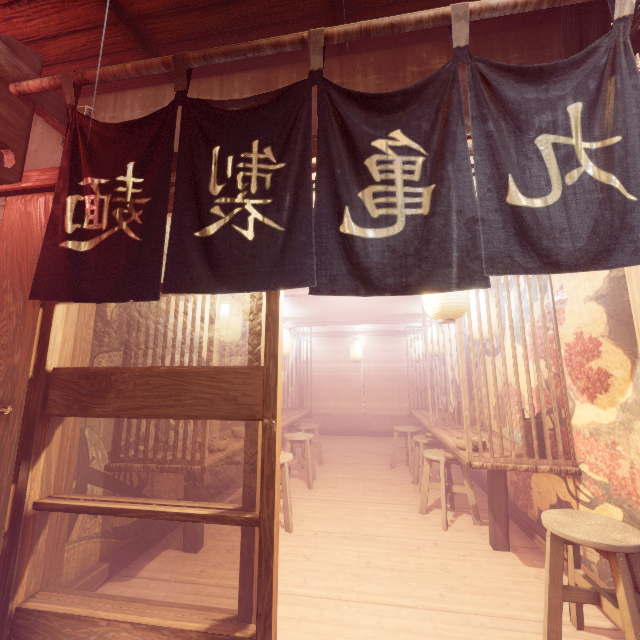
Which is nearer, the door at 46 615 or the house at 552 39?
the door at 46 615

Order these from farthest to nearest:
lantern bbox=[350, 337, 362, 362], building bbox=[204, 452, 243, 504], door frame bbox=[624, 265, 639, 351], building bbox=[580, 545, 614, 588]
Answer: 1. lantern bbox=[350, 337, 362, 362]
2. building bbox=[204, 452, 243, 504]
3. building bbox=[580, 545, 614, 588]
4. door frame bbox=[624, 265, 639, 351]

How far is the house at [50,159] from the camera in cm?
466

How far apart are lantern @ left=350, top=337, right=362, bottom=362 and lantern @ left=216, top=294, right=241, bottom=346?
9.0m

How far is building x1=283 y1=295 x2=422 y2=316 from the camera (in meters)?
10.22

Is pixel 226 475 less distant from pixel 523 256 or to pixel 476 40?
pixel 523 256

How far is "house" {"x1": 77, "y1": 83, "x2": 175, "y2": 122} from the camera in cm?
453

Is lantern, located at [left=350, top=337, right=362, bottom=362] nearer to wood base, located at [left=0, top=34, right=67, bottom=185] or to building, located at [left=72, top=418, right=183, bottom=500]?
building, located at [left=72, top=418, right=183, bottom=500]
